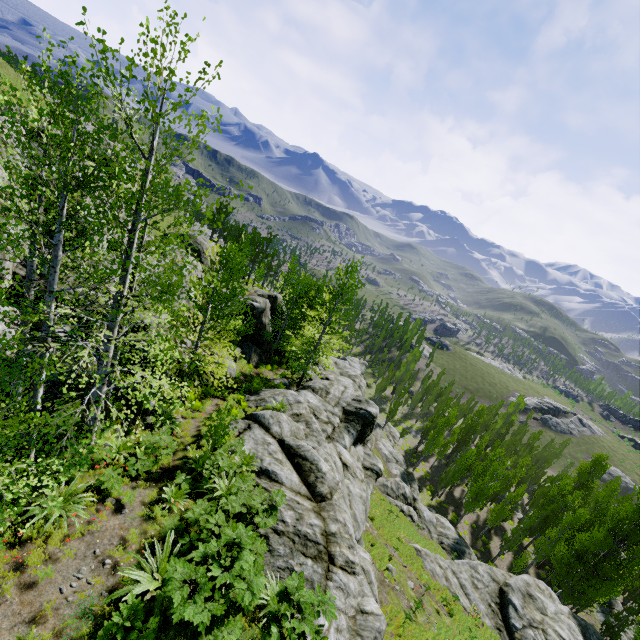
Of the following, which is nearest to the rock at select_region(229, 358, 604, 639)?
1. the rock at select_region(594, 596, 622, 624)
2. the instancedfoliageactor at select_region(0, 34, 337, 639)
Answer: the instancedfoliageactor at select_region(0, 34, 337, 639)

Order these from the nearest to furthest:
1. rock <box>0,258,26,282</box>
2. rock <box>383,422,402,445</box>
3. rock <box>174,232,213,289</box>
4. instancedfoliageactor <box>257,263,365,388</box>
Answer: rock <box>0,258,26,282</box>
rock <box>174,232,213,289</box>
instancedfoliageactor <box>257,263,365,388</box>
rock <box>383,422,402,445</box>

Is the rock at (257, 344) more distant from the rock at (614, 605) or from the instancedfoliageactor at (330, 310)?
the rock at (614, 605)

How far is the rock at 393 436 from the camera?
53.25m

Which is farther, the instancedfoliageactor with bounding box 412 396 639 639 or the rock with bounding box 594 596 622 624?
the rock with bounding box 594 596 622 624

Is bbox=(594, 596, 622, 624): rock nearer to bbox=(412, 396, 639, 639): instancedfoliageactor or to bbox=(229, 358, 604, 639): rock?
bbox=(412, 396, 639, 639): instancedfoliageactor

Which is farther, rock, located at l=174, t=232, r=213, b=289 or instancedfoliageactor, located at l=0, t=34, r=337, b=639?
rock, located at l=174, t=232, r=213, b=289

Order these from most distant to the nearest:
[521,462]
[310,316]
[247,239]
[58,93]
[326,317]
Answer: [521,462] → [310,316] → [247,239] → [326,317] → [58,93]
